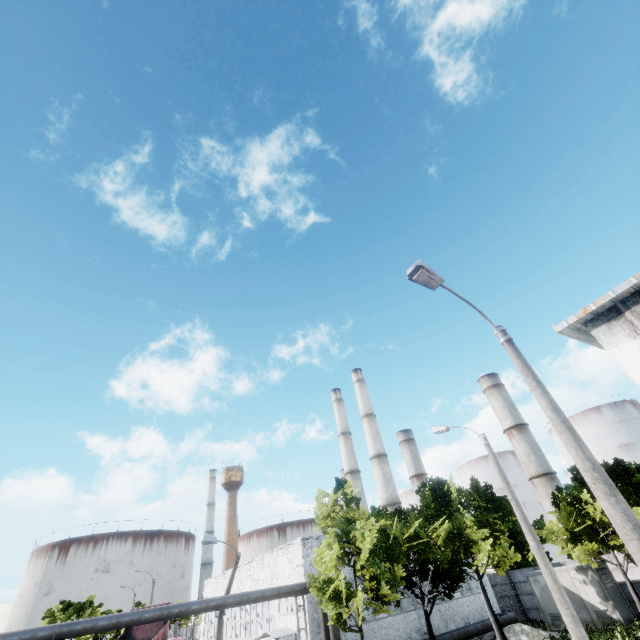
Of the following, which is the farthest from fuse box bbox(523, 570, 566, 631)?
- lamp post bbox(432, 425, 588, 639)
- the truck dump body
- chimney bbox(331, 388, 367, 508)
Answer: the truck dump body

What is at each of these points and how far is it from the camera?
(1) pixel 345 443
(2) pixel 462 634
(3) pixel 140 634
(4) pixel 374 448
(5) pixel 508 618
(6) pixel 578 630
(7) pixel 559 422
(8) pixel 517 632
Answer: (1) chimney, 52.9m
(2) pipe, 22.4m
(3) truck dump body, 22.7m
(4) chimney, 46.5m
(5) pipe, 24.9m
(6) lamp post, 10.1m
(7) lamp post, 6.3m
(8) concrete debris, 22.1m

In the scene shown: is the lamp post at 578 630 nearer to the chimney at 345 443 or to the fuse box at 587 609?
the fuse box at 587 609

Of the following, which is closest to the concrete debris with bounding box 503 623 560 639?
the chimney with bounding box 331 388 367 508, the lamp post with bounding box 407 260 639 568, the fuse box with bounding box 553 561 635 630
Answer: the fuse box with bounding box 553 561 635 630

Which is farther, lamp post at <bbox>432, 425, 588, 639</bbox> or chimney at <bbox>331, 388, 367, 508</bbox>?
chimney at <bbox>331, 388, 367, 508</bbox>

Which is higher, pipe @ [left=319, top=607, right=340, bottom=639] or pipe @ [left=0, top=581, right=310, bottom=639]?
pipe @ [left=0, top=581, right=310, bottom=639]

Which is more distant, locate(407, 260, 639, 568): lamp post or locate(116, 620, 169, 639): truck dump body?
locate(116, 620, 169, 639): truck dump body

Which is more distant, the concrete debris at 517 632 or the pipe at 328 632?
the concrete debris at 517 632
